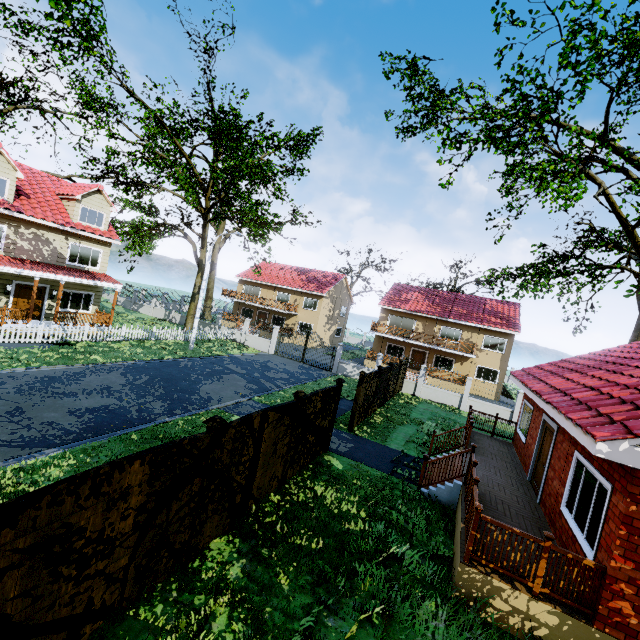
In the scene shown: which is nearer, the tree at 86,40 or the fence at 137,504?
the fence at 137,504

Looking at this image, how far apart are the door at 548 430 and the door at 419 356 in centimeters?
2311cm

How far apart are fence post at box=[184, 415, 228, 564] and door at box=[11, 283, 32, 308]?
20.04m

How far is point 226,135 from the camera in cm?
2333

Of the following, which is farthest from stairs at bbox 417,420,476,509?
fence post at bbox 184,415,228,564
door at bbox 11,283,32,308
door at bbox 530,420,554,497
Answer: door at bbox 11,283,32,308

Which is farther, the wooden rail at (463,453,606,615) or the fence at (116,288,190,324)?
the fence at (116,288,190,324)

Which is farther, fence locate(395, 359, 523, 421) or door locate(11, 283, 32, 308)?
fence locate(395, 359, 523, 421)

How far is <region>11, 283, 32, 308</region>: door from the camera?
18.19m
